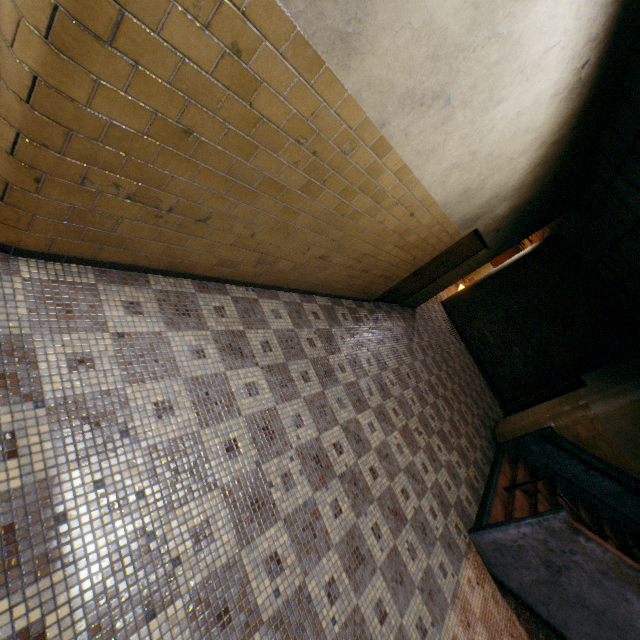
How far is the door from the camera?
5.8 meters

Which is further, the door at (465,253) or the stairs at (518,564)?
→ the door at (465,253)

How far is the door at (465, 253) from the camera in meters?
5.8

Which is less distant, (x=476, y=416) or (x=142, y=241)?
(x=142, y=241)

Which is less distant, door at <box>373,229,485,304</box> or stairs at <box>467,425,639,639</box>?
stairs at <box>467,425,639,639</box>
